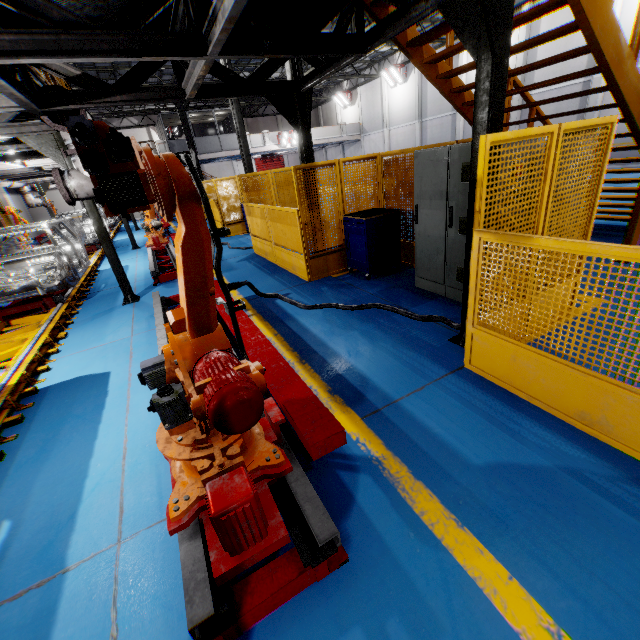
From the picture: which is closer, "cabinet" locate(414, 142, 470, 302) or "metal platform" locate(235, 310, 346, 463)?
"metal platform" locate(235, 310, 346, 463)

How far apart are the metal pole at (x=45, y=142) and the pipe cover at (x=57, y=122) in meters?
1.1

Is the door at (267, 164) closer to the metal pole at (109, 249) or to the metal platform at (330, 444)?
the metal pole at (109, 249)

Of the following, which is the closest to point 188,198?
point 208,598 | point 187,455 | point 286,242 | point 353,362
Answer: point 187,455

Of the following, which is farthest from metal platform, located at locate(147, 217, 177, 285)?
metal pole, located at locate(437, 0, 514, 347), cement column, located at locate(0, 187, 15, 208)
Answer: cement column, located at locate(0, 187, 15, 208)

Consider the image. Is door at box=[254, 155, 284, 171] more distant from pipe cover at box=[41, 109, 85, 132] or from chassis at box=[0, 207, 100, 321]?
pipe cover at box=[41, 109, 85, 132]

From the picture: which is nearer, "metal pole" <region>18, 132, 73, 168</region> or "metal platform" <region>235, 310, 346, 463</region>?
"metal platform" <region>235, 310, 346, 463</region>

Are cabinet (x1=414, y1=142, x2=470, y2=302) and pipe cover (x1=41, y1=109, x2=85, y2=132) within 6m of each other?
yes
